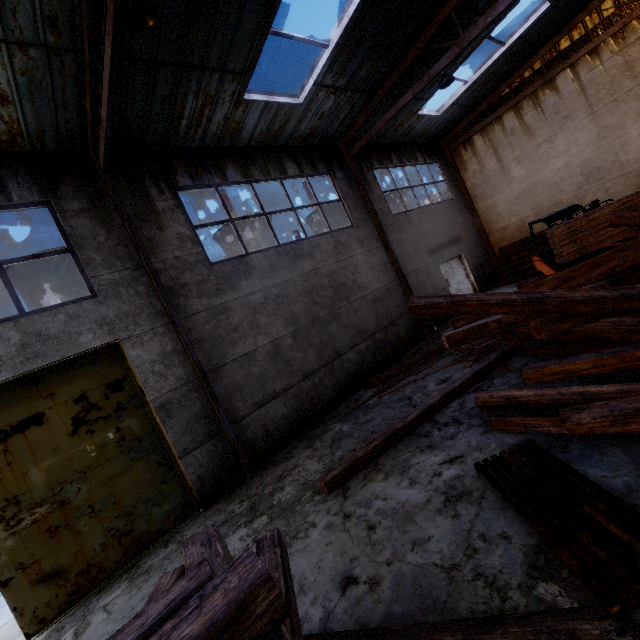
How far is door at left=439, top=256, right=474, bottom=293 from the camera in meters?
15.6

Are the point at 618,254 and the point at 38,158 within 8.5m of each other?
no

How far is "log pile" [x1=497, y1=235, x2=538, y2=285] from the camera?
14.03m

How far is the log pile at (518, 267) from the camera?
14.03m

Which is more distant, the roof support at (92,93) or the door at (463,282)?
the door at (463,282)

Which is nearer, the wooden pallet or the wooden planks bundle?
the wooden pallet

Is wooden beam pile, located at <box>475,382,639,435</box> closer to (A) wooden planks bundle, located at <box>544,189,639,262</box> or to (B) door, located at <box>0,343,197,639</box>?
(A) wooden planks bundle, located at <box>544,189,639,262</box>
